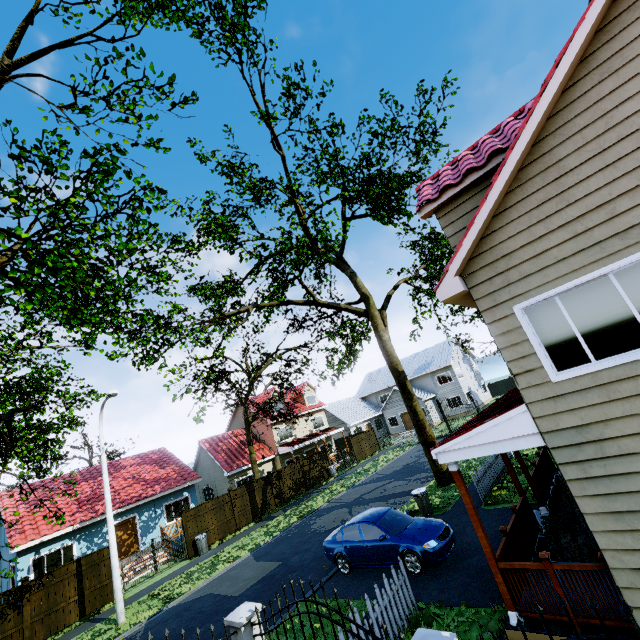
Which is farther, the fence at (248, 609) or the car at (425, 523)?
the car at (425, 523)

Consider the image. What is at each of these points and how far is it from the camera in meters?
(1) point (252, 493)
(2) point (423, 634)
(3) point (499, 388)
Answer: (1) fence, 22.7
(2) fence, 3.2
(3) fence, 48.2

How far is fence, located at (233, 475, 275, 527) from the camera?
21.6m

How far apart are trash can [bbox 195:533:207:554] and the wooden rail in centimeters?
1774cm

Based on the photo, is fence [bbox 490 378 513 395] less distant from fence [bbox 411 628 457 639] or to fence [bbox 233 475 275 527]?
fence [bbox 411 628 457 639]

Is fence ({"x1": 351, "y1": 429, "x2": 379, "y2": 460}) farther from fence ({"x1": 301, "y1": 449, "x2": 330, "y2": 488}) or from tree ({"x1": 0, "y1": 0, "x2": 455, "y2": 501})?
fence ({"x1": 301, "y1": 449, "x2": 330, "y2": 488})

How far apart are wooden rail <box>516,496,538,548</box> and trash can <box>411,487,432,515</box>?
5.58m

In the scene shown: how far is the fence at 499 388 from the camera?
47.33m
